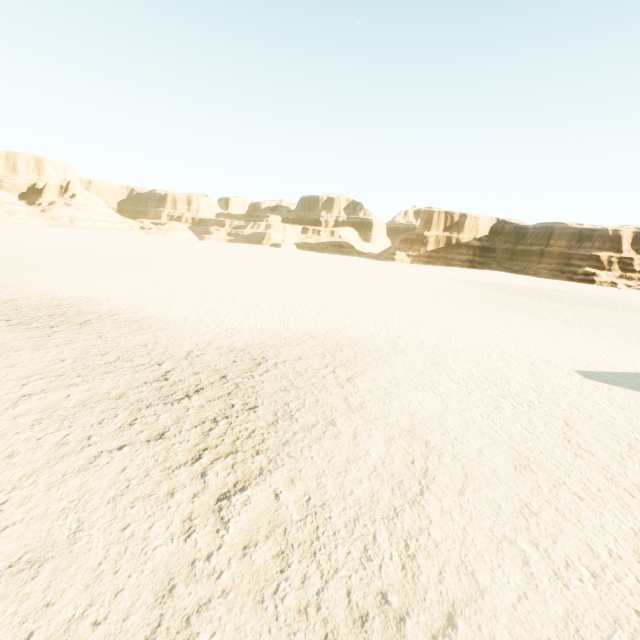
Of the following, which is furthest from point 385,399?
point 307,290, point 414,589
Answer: point 307,290
